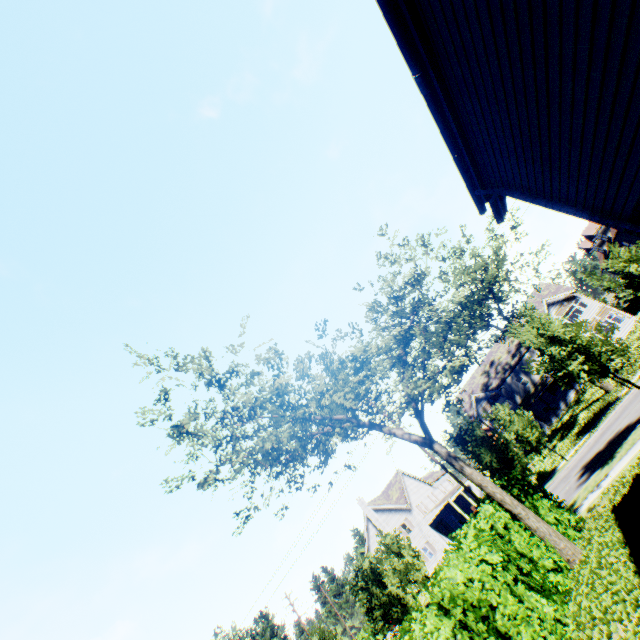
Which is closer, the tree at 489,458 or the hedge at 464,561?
the hedge at 464,561

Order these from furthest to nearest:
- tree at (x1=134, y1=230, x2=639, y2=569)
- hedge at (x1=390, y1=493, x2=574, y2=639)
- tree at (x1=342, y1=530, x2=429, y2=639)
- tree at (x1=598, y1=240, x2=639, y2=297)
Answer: tree at (x1=598, y1=240, x2=639, y2=297), tree at (x1=342, y1=530, x2=429, y2=639), tree at (x1=134, y1=230, x2=639, y2=569), hedge at (x1=390, y1=493, x2=574, y2=639)

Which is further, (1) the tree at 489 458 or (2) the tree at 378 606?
(2) the tree at 378 606

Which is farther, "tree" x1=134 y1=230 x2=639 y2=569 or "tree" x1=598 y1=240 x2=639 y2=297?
"tree" x1=598 y1=240 x2=639 y2=297

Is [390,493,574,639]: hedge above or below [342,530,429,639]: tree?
below

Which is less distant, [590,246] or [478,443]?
[478,443]
